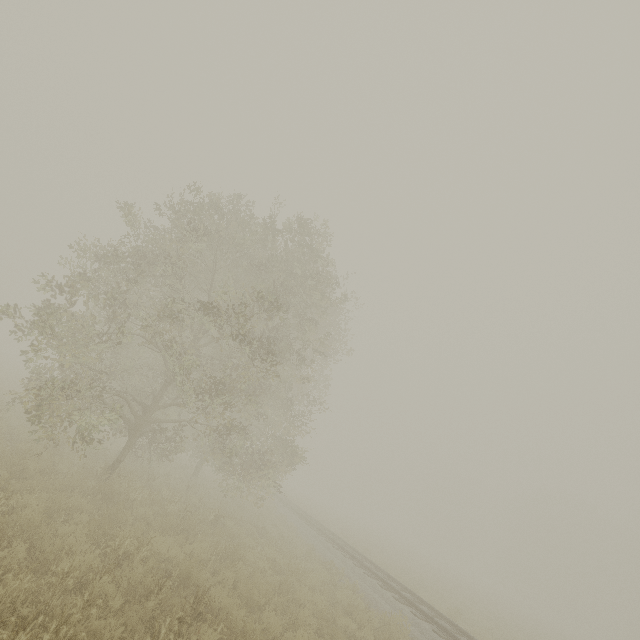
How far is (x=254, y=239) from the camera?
12.62m
